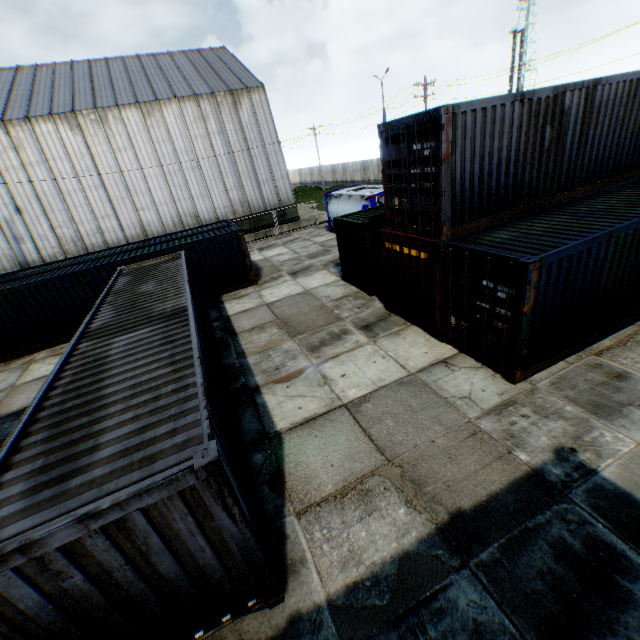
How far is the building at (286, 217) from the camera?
29.21m

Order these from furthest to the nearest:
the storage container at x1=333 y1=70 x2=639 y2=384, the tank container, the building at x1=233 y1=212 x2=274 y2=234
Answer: the building at x1=233 y1=212 x2=274 y2=234, the tank container, the storage container at x1=333 y1=70 x2=639 y2=384

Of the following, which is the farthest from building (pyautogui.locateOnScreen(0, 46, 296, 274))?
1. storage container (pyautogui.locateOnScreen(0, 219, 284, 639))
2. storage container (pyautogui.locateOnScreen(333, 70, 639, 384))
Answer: storage container (pyautogui.locateOnScreen(333, 70, 639, 384))

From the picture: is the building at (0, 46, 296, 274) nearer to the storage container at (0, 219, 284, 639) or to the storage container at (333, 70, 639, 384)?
the storage container at (0, 219, 284, 639)

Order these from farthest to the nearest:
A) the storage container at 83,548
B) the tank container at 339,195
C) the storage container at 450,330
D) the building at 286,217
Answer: the building at 286,217 < the tank container at 339,195 < the storage container at 450,330 < the storage container at 83,548

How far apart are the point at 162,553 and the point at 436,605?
3.60m

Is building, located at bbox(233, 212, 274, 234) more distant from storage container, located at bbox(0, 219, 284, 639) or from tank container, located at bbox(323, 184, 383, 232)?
storage container, located at bbox(0, 219, 284, 639)
